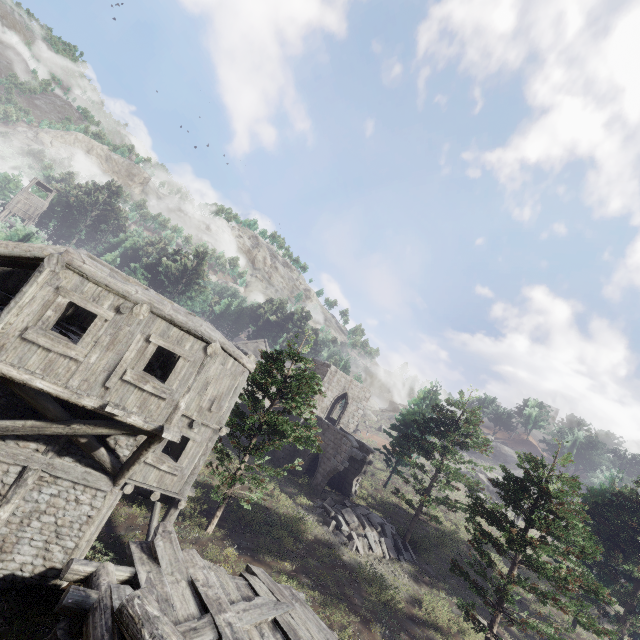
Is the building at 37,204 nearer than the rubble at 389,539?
No

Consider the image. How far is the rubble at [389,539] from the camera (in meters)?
18.83

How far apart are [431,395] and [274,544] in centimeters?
3208cm

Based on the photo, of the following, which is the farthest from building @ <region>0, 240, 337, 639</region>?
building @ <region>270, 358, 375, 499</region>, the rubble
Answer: building @ <region>270, 358, 375, 499</region>

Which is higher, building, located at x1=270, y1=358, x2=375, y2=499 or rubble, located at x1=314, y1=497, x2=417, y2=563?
building, located at x1=270, y1=358, x2=375, y2=499

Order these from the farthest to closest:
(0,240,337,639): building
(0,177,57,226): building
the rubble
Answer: (0,177,57,226): building
the rubble
(0,240,337,639): building

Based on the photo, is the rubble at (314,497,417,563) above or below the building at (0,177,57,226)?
below

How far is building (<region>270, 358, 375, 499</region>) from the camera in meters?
24.4
